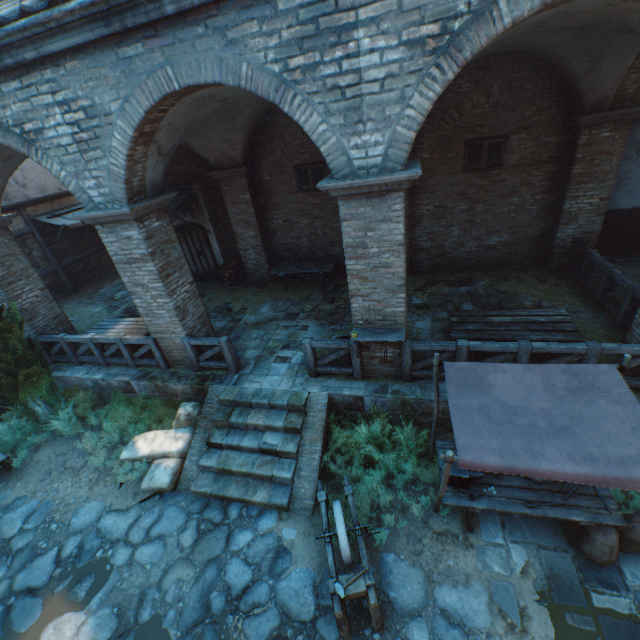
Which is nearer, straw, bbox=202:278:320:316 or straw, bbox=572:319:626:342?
straw, bbox=572:319:626:342

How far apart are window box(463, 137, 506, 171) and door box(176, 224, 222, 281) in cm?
891

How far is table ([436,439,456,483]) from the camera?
5.13m

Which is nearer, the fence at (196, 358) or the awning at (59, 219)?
the fence at (196, 358)

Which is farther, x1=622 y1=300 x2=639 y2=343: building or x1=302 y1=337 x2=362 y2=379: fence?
x1=302 y1=337 x2=362 y2=379: fence

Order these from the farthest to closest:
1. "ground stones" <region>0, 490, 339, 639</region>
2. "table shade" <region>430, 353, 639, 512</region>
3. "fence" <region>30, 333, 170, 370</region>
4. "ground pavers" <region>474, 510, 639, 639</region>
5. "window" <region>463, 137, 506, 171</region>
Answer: "window" <region>463, 137, 506, 171</region>, "fence" <region>30, 333, 170, 370</region>, "ground stones" <region>0, 490, 339, 639</region>, "ground pavers" <region>474, 510, 639, 639</region>, "table shade" <region>430, 353, 639, 512</region>

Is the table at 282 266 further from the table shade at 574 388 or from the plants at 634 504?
the plants at 634 504

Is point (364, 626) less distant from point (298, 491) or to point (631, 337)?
point (298, 491)
